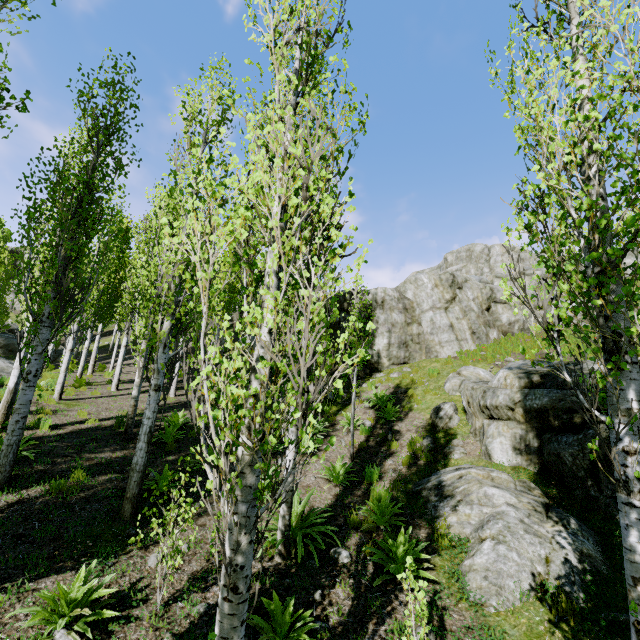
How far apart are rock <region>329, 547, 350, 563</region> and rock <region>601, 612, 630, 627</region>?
3.4m

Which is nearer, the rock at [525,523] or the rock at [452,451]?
the rock at [525,523]

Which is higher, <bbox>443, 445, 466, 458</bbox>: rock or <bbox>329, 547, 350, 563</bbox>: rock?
<bbox>443, 445, 466, 458</bbox>: rock

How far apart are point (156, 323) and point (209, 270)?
5.0 meters

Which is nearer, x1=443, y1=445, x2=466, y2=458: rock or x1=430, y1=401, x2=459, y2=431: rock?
x1=443, y1=445, x2=466, y2=458: rock

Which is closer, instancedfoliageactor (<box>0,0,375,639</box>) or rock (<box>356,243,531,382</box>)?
instancedfoliageactor (<box>0,0,375,639</box>)

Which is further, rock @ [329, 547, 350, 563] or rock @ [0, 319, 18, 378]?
rock @ [0, 319, 18, 378]

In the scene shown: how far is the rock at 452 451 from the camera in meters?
8.3 m
